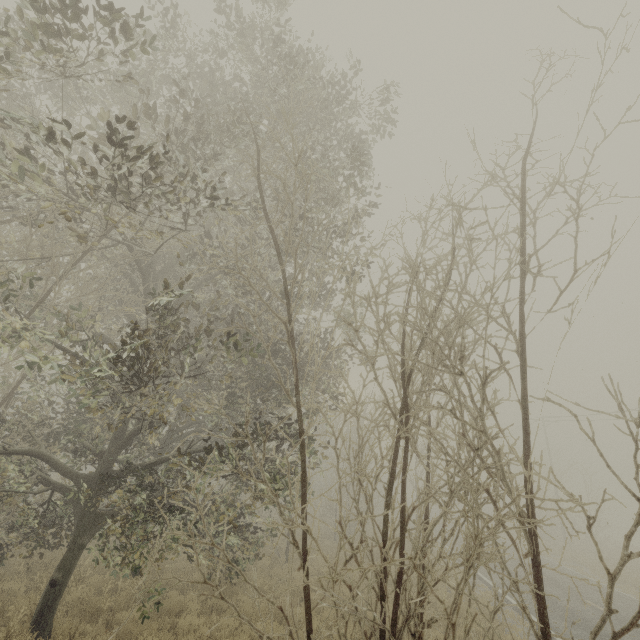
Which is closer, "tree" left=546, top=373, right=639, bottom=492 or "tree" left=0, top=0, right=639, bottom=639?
"tree" left=546, top=373, right=639, bottom=492

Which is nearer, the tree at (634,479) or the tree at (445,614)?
the tree at (634,479)

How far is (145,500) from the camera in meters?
7.9
